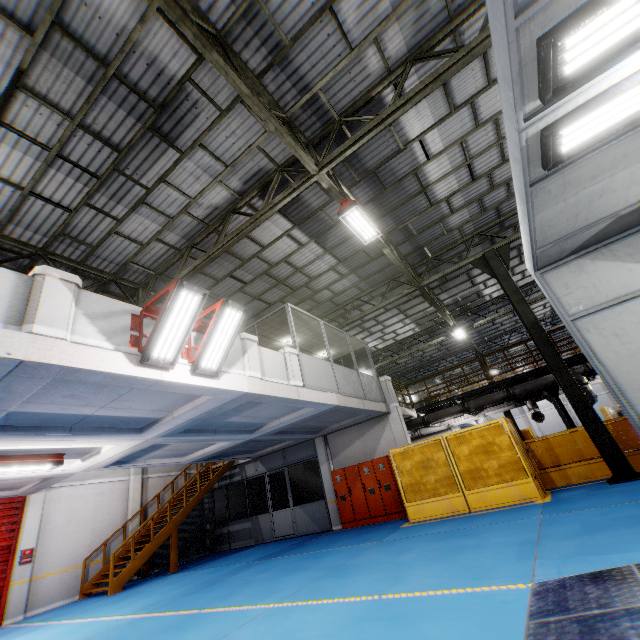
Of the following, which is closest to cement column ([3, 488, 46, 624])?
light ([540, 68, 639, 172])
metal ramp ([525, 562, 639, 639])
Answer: metal ramp ([525, 562, 639, 639])

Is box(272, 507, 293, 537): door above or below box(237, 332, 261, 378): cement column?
below

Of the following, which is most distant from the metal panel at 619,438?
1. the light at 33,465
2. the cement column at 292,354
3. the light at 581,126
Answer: the light at 33,465

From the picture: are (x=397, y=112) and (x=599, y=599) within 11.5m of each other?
yes

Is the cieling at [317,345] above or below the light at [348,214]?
below

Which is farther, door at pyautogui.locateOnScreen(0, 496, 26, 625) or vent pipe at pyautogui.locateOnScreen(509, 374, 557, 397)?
vent pipe at pyautogui.locateOnScreen(509, 374, 557, 397)

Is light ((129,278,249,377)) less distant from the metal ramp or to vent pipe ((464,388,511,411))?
the metal ramp

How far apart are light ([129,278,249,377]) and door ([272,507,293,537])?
12.2m
